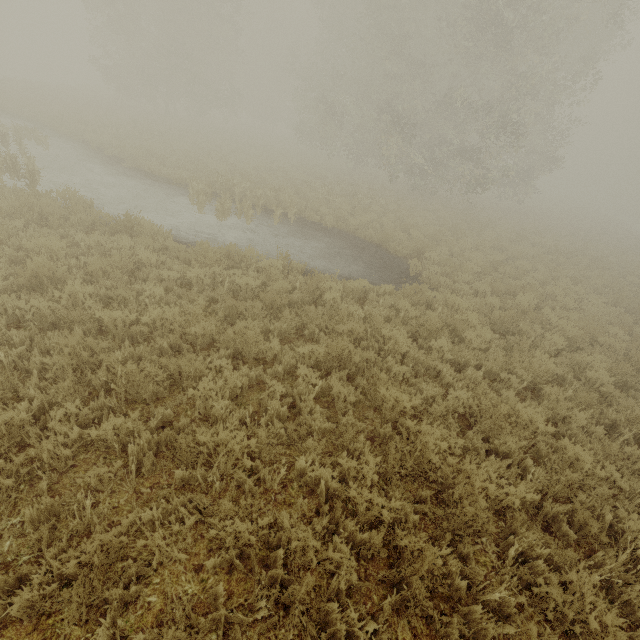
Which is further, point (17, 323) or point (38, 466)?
point (17, 323)
